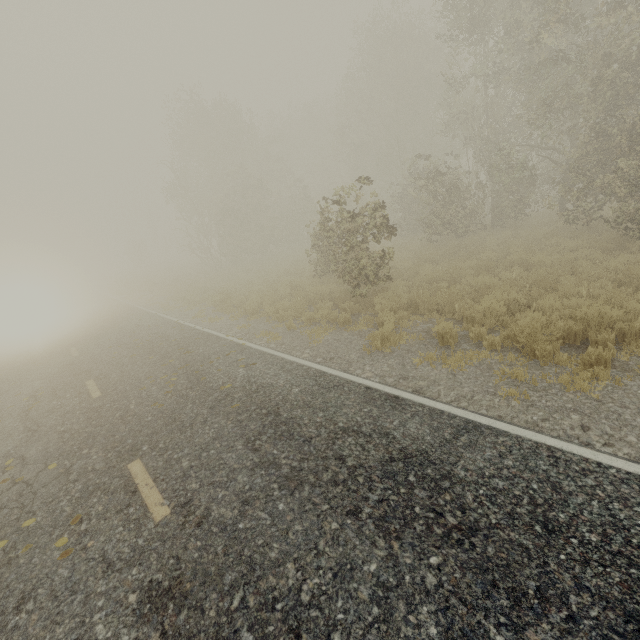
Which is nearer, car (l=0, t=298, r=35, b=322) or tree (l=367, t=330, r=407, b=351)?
tree (l=367, t=330, r=407, b=351)

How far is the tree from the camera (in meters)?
7.28

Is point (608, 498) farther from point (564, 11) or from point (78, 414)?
point (564, 11)

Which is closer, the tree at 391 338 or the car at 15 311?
the tree at 391 338

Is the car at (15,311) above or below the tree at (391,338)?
above

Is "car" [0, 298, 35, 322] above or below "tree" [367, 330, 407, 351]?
above
